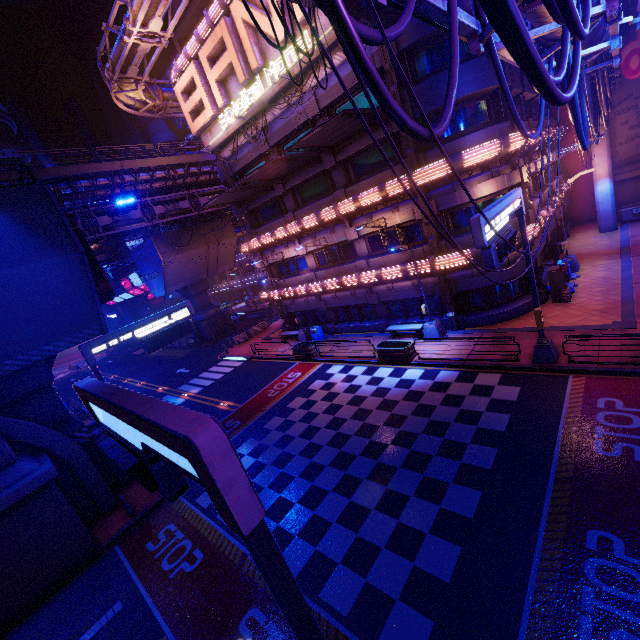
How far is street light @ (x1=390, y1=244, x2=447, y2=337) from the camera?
17.60m

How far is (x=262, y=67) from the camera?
18.77m

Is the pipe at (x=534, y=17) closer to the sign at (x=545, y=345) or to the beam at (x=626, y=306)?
the sign at (x=545, y=345)

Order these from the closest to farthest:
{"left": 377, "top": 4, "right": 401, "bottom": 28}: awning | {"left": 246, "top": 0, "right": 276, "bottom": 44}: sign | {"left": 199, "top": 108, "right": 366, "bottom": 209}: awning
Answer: {"left": 377, "top": 4, "right": 401, "bottom": 28}: awning < {"left": 199, "top": 108, "right": 366, "bottom": 209}: awning < {"left": 246, "top": 0, "right": 276, "bottom": 44}: sign

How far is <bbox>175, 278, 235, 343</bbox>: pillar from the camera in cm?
4000

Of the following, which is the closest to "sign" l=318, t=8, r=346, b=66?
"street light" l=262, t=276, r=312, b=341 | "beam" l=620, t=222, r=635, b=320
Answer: "street light" l=262, t=276, r=312, b=341

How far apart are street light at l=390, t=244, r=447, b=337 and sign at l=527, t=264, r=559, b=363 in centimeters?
503cm

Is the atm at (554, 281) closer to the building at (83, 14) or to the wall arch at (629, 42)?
the wall arch at (629, 42)
